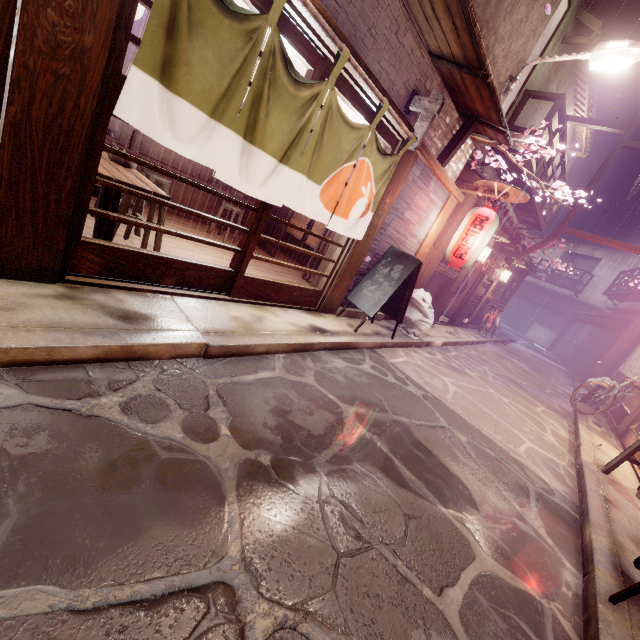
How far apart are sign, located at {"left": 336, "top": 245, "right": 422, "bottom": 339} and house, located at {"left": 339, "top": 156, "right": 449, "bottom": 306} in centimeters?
3cm

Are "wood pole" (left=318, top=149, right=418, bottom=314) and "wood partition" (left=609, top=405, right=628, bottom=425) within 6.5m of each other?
no

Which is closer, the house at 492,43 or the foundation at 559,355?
the house at 492,43

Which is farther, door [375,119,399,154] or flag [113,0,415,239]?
door [375,119,399,154]

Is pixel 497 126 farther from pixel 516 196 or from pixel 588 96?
pixel 588 96

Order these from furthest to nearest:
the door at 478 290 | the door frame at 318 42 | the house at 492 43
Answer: the door at 478 290 < the house at 492 43 < the door frame at 318 42

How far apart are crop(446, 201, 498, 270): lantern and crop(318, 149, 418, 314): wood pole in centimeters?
287cm

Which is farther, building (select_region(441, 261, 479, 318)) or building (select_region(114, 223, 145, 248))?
building (select_region(441, 261, 479, 318))
